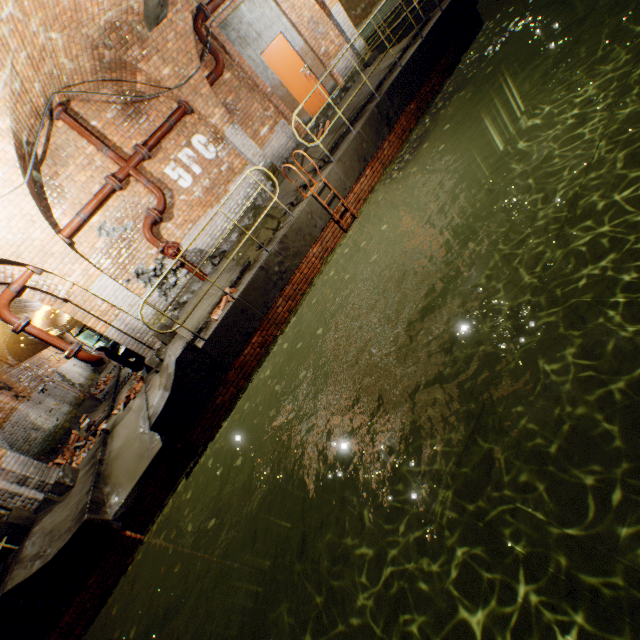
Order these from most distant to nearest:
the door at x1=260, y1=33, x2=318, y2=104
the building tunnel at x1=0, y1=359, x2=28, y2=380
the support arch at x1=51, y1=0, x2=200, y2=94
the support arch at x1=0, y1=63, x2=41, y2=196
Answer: the building tunnel at x1=0, y1=359, x2=28, y2=380, the door at x1=260, y1=33, x2=318, y2=104, the support arch at x1=51, y1=0, x2=200, y2=94, the support arch at x1=0, y1=63, x2=41, y2=196

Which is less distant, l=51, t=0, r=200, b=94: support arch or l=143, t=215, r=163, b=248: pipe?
l=51, t=0, r=200, b=94: support arch

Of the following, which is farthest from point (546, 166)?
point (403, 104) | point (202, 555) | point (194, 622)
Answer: point (194, 622)

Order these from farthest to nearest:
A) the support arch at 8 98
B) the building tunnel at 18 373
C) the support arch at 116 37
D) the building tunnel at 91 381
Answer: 1. the building tunnel at 91 381
2. the building tunnel at 18 373
3. the support arch at 116 37
4. the support arch at 8 98

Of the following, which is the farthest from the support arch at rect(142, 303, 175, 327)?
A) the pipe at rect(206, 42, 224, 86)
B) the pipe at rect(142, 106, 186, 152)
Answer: the pipe at rect(206, 42, 224, 86)

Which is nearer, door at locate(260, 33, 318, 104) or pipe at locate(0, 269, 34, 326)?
pipe at locate(0, 269, 34, 326)

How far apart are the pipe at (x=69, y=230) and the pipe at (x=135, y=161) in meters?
0.2 m

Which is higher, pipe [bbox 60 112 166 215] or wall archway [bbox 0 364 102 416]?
pipe [bbox 60 112 166 215]
